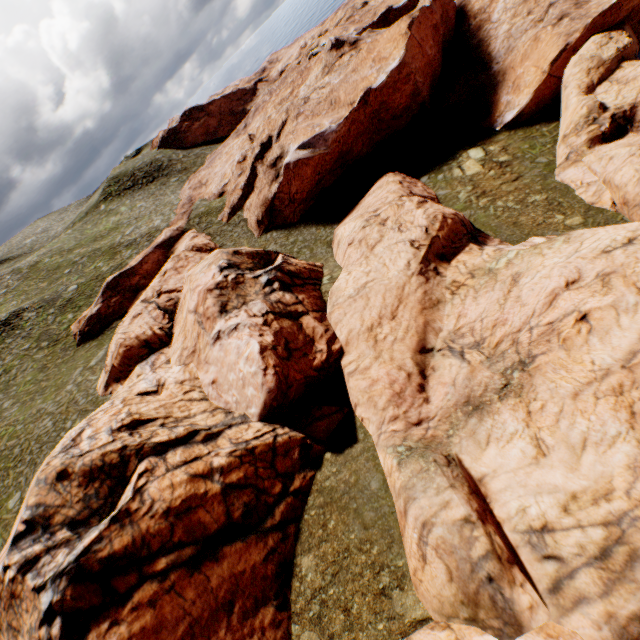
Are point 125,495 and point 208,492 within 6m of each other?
yes
